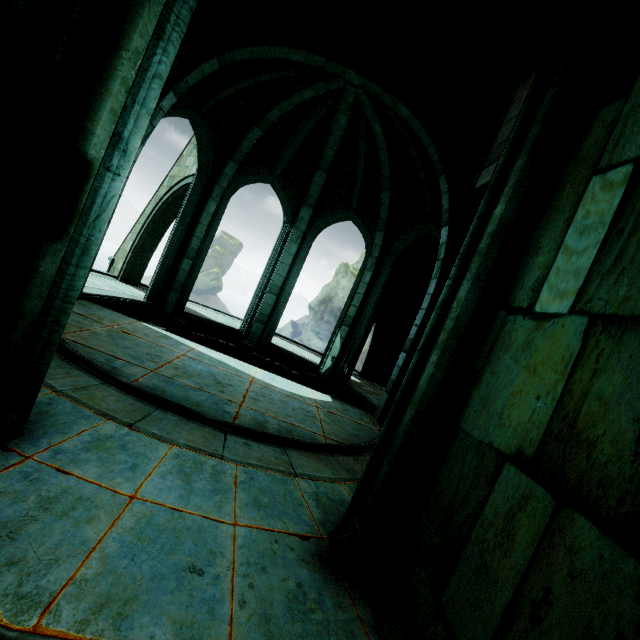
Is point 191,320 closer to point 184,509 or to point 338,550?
point 184,509

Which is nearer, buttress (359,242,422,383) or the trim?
the trim

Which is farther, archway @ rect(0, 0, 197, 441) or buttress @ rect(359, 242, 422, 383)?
buttress @ rect(359, 242, 422, 383)

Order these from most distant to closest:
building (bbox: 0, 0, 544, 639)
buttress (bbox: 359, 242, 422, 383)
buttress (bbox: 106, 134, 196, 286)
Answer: buttress (bbox: 359, 242, 422, 383) < buttress (bbox: 106, 134, 196, 286) < building (bbox: 0, 0, 544, 639)

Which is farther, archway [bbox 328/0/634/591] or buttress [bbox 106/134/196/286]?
buttress [bbox 106/134/196/286]

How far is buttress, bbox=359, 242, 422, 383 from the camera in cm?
1258

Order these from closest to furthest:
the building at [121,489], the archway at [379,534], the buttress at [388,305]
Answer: the building at [121,489] → the archway at [379,534] → the buttress at [388,305]

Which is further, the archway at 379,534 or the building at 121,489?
the archway at 379,534
